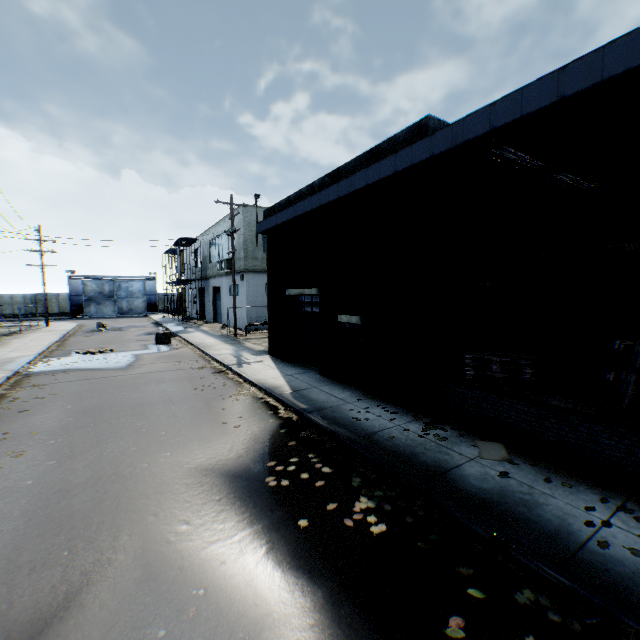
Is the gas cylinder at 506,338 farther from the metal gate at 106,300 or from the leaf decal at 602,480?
the metal gate at 106,300

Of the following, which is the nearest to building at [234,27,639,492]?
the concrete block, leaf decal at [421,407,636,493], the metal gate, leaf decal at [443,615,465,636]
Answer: leaf decal at [421,407,636,493]

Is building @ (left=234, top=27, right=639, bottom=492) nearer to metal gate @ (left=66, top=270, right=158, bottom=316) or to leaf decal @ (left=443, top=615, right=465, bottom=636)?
leaf decal @ (left=443, top=615, right=465, bottom=636)

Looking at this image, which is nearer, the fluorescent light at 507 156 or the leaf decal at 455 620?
the leaf decal at 455 620

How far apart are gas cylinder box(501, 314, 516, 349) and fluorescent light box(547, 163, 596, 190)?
3.6m

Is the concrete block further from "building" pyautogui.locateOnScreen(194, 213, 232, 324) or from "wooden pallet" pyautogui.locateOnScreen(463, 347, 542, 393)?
"wooden pallet" pyautogui.locateOnScreen(463, 347, 542, 393)

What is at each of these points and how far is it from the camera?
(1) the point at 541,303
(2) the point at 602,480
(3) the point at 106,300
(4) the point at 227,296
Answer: (1) building, 9.2 meters
(2) leaf decal, 5.2 meters
(3) metal gate, 49.5 meters
(4) building, 29.7 meters

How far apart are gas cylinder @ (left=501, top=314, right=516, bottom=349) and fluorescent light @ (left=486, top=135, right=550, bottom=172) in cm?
444
